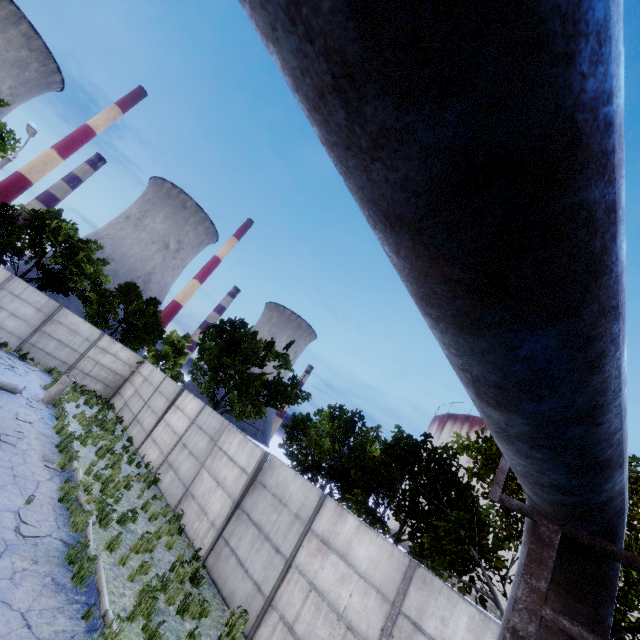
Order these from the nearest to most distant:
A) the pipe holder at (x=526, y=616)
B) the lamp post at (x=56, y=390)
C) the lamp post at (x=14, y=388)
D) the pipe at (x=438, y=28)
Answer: the pipe at (x=438, y=28)
the pipe holder at (x=526, y=616)
the lamp post at (x=14, y=388)
the lamp post at (x=56, y=390)

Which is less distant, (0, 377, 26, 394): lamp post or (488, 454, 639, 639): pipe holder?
(488, 454, 639, 639): pipe holder

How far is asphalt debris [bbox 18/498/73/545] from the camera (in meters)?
6.79

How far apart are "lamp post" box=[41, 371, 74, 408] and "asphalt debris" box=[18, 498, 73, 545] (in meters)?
8.57

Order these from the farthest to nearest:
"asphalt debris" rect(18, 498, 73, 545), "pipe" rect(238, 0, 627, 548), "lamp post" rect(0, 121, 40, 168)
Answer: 1. "lamp post" rect(0, 121, 40, 168)
2. "asphalt debris" rect(18, 498, 73, 545)
3. "pipe" rect(238, 0, 627, 548)

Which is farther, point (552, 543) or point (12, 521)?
point (12, 521)

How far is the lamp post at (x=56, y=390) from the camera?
14.56m

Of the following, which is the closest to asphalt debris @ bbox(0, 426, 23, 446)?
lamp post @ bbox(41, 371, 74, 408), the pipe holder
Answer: lamp post @ bbox(41, 371, 74, 408)
